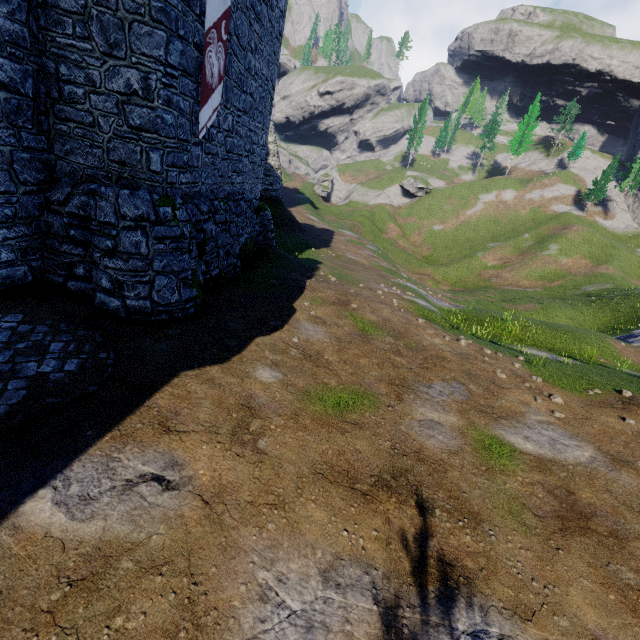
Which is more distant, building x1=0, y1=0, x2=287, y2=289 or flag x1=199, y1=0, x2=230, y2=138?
flag x1=199, y1=0, x2=230, y2=138

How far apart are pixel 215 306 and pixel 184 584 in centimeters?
690cm

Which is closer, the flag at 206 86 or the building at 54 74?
the building at 54 74
